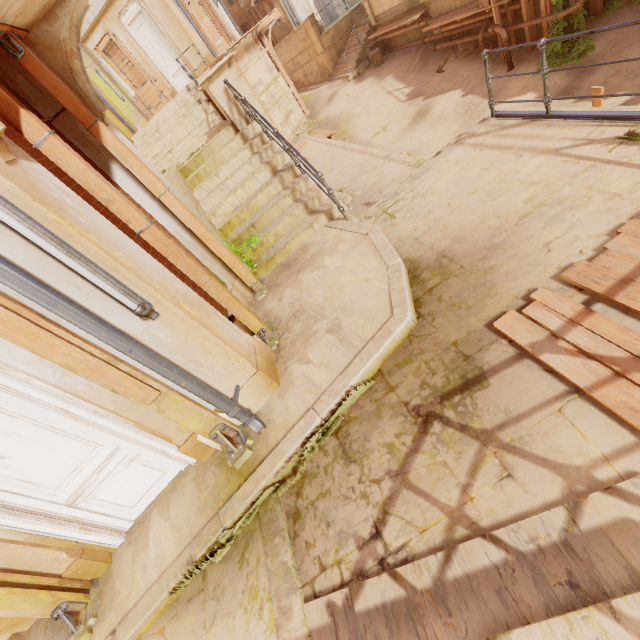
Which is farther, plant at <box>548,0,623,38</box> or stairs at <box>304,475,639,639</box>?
plant at <box>548,0,623,38</box>

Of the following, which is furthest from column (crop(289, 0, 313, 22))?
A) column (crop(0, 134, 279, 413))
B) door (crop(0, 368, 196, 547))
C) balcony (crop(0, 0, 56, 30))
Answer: door (crop(0, 368, 196, 547))

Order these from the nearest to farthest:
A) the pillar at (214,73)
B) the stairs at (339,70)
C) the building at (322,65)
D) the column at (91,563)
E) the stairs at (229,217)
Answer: the column at (91,563), the stairs at (229,217), the pillar at (214,73), the stairs at (339,70), the building at (322,65)

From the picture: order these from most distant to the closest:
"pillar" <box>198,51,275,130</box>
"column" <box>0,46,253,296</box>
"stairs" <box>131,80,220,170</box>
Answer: "stairs" <box>131,80,220,170</box> → "pillar" <box>198,51,275,130</box> → "column" <box>0,46,253,296</box>

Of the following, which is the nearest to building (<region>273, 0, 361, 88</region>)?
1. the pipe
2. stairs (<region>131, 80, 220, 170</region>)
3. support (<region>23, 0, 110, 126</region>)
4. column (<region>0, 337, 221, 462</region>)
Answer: stairs (<region>131, 80, 220, 170</region>)

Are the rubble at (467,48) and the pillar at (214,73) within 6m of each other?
no

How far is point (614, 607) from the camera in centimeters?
160cm

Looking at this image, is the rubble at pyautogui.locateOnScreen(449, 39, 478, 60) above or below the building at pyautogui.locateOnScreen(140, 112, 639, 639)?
below
